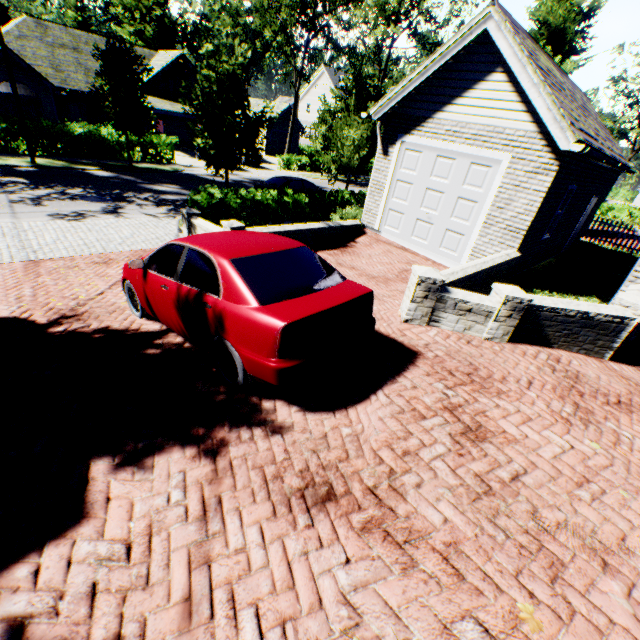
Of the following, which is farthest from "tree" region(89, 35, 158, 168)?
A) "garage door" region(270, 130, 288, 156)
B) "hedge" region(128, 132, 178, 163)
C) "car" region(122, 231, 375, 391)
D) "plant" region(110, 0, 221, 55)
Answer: "garage door" region(270, 130, 288, 156)

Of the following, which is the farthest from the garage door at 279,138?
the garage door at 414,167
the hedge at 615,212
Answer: the garage door at 414,167

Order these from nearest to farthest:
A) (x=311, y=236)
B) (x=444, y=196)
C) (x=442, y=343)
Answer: (x=442, y=343) → (x=444, y=196) → (x=311, y=236)

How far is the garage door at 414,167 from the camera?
8.81m

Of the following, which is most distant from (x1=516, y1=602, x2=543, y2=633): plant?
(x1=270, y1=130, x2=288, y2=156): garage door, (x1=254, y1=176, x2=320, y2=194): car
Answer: (x1=270, y1=130, x2=288, y2=156): garage door

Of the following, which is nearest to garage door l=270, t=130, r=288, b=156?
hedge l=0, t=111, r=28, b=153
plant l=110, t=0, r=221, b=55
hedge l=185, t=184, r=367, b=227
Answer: plant l=110, t=0, r=221, b=55

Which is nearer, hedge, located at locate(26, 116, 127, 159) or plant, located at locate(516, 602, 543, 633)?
plant, located at locate(516, 602, 543, 633)

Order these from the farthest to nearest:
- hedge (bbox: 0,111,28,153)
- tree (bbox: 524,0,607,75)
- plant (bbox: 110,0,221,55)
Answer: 1. plant (bbox: 110,0,221,55)
2. hedge (bbox: 0,111,28,153)
3. tree (bbox: 524,0,607,75)
